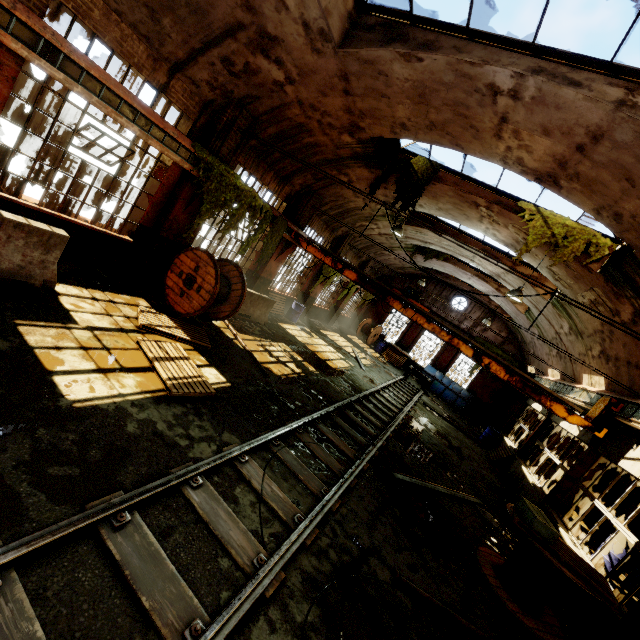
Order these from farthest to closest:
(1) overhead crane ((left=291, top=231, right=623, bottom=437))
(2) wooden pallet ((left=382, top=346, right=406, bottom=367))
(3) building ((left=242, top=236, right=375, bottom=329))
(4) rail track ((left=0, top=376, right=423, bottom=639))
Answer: (2) wooden pallet ((left=382, top=346, right=406, bottom=367))
(3) building ((left=242, top=236, right=375, bottom=329))
(1) overhead crane ((left=291, top=231, right=623, bottom=437))
(4) rail track ((left=0, top=376, right=423, bottom=639))

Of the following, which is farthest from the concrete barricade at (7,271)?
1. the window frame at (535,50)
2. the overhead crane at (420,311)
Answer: the overhead crane at (420,311)

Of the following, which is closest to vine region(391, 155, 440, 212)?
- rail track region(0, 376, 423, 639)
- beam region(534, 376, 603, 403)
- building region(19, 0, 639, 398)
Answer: building region(19, 0, 639, 398)

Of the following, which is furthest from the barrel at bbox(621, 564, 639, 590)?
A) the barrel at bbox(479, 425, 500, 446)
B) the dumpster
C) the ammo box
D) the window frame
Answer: the window frame

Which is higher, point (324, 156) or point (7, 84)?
point (324, 156)

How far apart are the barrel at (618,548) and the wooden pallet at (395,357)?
14.2 meters

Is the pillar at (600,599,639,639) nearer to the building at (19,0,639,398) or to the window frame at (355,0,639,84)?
the building at (19,0,639,398)

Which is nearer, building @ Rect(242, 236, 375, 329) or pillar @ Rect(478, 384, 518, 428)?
building @ Rect(242, 236, 375, 329)
